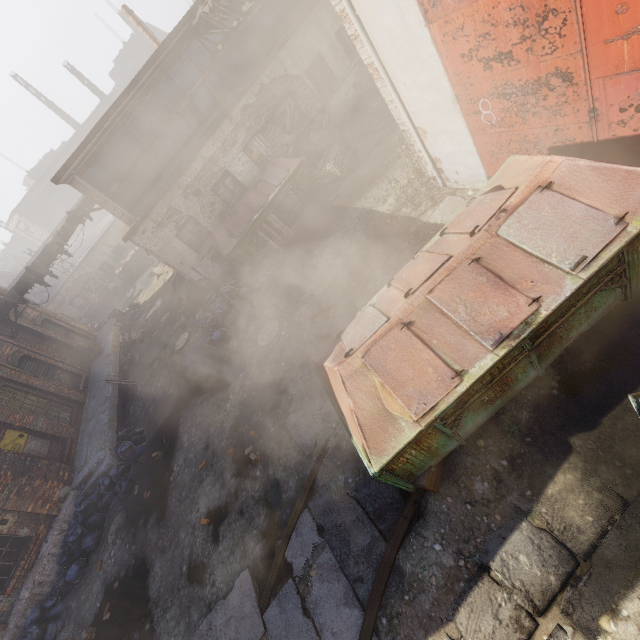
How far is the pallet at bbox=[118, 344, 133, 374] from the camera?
15.97m

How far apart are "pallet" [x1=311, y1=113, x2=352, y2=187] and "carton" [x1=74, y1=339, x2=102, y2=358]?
15.11m

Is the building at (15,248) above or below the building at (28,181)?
below

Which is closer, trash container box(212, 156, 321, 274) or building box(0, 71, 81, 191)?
trash container box(212, 156, 321, 274)

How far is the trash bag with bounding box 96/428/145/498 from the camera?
9.81m

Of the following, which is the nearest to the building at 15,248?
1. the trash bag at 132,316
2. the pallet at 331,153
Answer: the trash bag at 132,316

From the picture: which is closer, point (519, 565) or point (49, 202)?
point (519, 565)

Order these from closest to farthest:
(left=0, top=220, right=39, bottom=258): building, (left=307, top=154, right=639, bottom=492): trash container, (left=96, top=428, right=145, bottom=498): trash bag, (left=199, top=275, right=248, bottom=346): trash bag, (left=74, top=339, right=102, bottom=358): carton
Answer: (left=307, top=154, right=639, bottom=492): trash container < (left=96, top=428, right=145, bottom=498): trash bag < (left=199, top=275, right=248, bottom=346): trash bag < (left=74, top=339, right=102, bottom=358): carton < (left=0, top=220, right=39, bottom=258): building
